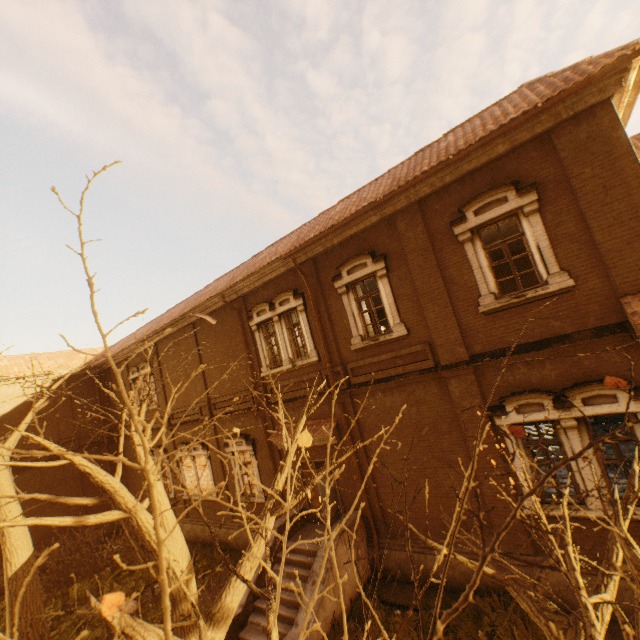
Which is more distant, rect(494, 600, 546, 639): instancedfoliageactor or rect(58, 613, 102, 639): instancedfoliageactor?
rect(58, 613, 102, 639): instancedfoliageactor

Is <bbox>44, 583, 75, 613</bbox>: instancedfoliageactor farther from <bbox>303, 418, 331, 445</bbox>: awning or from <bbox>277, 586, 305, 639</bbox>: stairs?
<bbox>303, 418, 331, 445</bbox>: awning

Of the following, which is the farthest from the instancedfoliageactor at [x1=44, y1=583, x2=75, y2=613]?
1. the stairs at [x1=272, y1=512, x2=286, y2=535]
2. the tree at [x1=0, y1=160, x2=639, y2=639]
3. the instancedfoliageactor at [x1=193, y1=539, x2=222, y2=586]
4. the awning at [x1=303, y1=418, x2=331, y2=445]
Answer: the awning at [x1=303, y1=418, x2=331, y2=445]

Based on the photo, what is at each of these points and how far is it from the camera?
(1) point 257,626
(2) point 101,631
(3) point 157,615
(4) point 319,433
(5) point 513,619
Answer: (1) stairs, 9.0 meters
(2) instancedfoliageactor, 11.1 meters
(3) instancedfoliageactor, 11.2 meters
(4) awning, 10.9 meters
(5) instancedfoliageactor, 7.4 meters

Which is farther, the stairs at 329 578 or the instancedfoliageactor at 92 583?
the instancedfoliageactor at 92 583

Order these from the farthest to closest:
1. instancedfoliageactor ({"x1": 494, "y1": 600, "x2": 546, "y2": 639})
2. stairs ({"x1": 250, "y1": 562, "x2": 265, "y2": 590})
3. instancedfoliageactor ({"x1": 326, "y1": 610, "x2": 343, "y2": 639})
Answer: Answer: stairs ({"x1": 250, "y1": 562, "x2": 265, "y2": 590}) < instancedfoliageactor ({"x1": 326, "y1": 610, "x2": 343, "y2": 639}) < instancedfoliageactor ({"x1": 494, "y1": 600, "x2": 546, "y2": 639})

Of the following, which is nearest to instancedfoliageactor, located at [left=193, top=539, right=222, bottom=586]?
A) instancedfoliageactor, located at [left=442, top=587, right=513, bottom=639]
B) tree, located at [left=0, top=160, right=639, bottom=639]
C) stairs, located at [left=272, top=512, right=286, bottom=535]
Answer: stairs, located at [left=272, top=512, right=286, bottom=535]
